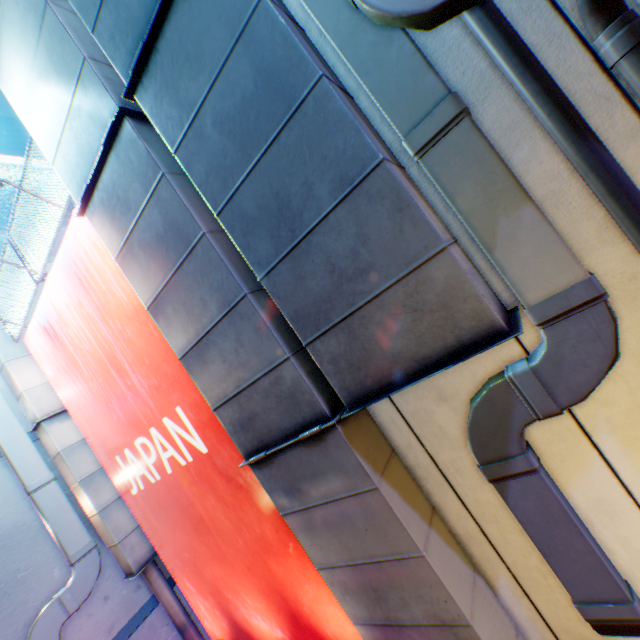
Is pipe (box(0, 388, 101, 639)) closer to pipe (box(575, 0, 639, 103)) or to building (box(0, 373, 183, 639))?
building (box(0, 373, 183, 639))

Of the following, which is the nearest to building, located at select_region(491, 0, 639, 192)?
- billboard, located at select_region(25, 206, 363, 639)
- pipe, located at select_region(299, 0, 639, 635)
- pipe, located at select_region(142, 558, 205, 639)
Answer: pipe, located at select_region(299, 0, 639, 635)

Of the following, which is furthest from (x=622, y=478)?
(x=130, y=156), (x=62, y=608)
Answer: (x=62, y=608)

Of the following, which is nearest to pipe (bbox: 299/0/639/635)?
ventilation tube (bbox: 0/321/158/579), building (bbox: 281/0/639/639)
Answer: building (bbox: 281/0/639/639)

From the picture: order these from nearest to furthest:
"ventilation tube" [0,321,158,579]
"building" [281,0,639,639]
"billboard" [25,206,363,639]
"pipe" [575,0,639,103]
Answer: "pipe" [575,0,639,103] < "building" [281,0,639,639] < "billboard" [25,206,363,639] < "ventilation tube" [0,321,158,579]

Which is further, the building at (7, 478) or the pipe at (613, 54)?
the building at (7, 478)

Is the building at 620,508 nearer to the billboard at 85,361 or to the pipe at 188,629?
the billboard at 85,361
